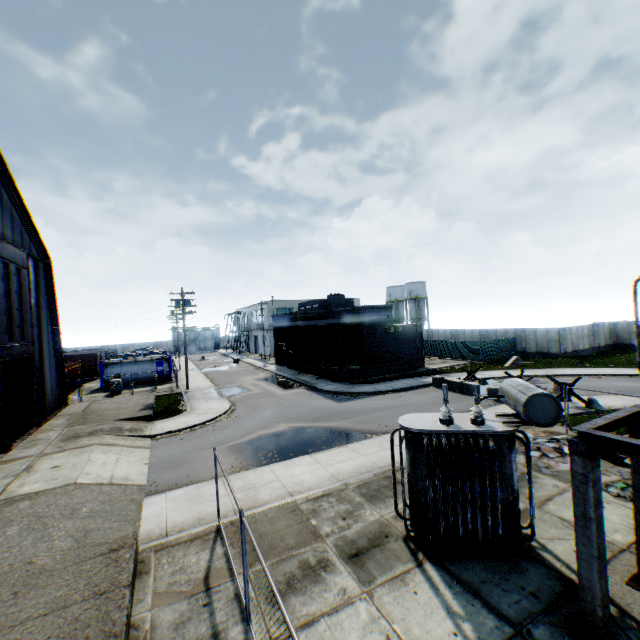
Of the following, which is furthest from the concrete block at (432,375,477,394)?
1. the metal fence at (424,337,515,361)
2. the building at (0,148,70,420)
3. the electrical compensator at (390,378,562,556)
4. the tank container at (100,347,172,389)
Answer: the tank container at (100,347,172,389)

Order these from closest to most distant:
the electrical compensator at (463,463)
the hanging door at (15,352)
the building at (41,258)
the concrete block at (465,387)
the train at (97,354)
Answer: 1. the electrical compensator at (463,463)
2. the hanging door at (15,352)
3. the building at (41,258)
4. the concrete block at (465,387)
5. the train at (97,354)

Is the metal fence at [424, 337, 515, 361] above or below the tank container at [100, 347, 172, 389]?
below

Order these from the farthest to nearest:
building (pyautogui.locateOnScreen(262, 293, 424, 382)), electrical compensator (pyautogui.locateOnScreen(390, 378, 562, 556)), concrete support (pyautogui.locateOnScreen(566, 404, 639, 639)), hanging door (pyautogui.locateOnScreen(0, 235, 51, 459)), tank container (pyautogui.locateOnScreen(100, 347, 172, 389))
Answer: tank container (pyautogui.locateOnScreen(100, 347, 172, 389)), building (pyautogui.locateOnScreen(262, 293, 424, 382)), hanging door (pyautogui.locateOnScreen(0, 235, 51, 459)), electrical compensator (pyautogui.locateOnScreen(390, 378, 562, 556)), concrete support (pyautogui.locateOnScreen(566, 404, 639, 639))

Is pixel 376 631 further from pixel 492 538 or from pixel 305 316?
pixel 305 316

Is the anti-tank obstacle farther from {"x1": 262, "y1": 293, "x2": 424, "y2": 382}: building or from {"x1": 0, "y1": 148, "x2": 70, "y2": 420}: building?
{"x1": 0, "y1": 148, "x2": 70, "y2": 420}: building

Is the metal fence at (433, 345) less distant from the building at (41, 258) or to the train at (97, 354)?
the building at (41, 258)

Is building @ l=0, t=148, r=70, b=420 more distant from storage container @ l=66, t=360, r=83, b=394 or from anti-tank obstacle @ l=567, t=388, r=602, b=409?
anti-tank obstacle @ l=567, t=388, r=602, b=409
